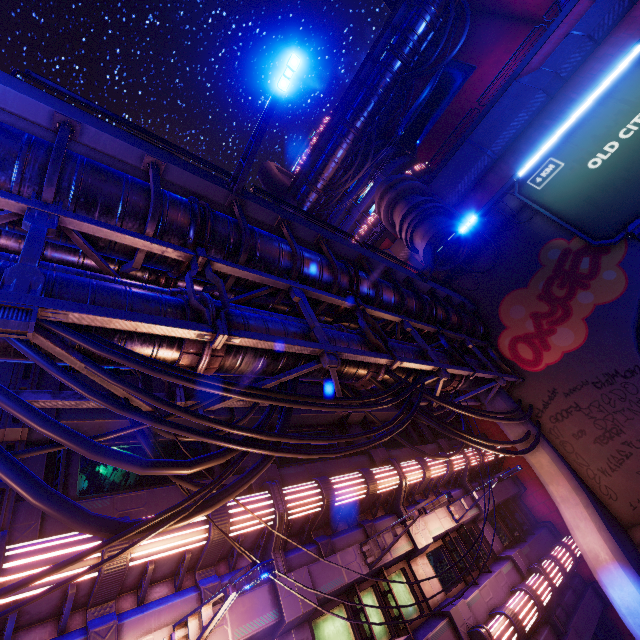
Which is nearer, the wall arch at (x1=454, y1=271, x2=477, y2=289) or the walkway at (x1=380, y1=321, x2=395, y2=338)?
the walkway at (x1=380, y1=321, x2=395, y2=338)

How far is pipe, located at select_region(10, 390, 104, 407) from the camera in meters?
4.8

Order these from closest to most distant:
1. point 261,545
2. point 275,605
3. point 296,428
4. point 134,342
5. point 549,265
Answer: point 134,342 < point 275,605 < point 261,545 < point 296,428 < point 549,265

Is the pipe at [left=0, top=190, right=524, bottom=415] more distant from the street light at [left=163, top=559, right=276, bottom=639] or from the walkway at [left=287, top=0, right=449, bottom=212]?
the walkway at [left=287, top=0, right=449, bottom=212]

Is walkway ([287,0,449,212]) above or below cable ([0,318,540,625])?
above

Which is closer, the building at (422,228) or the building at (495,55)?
the building at (422,228)

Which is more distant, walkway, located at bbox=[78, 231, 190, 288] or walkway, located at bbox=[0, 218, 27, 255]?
walkway, located at bbox=[78, 231, 190, 288]

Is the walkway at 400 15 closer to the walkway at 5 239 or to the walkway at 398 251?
the walkway at 398 251
